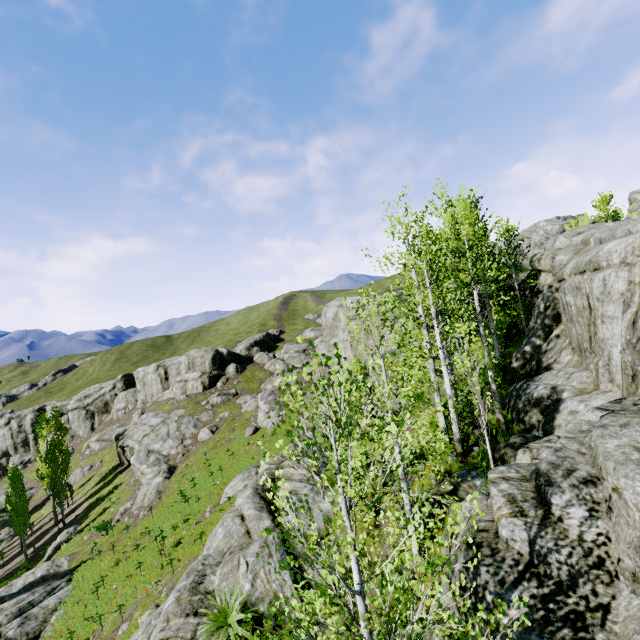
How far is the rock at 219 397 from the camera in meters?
45.1 m

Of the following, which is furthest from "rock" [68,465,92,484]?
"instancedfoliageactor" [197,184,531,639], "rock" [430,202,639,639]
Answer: "rock" [430,202,639,639]

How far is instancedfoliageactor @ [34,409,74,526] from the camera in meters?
36.9 m

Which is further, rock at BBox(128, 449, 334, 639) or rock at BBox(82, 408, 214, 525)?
rock at BBox(82, 408, 214, 525)

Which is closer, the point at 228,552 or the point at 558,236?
the point at 228,552

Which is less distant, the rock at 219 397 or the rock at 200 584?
the rock at 200 584

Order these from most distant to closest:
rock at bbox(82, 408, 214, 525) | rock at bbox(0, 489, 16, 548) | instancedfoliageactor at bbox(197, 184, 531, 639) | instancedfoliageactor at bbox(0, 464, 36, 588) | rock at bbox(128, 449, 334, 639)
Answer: rock at bbox(0, 489, 16, 548), instancedfoliageactor at bbox(0, 464, 36, 588), rock at bbox(82, 408, 214, 525), rock at bbox(128, 449, 334, 639), instancedfoliageactor at bbox(197, 184, 531, 639)

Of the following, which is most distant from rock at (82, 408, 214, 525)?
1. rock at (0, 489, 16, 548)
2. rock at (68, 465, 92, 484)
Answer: rock at (68, 465, 92, 484)
